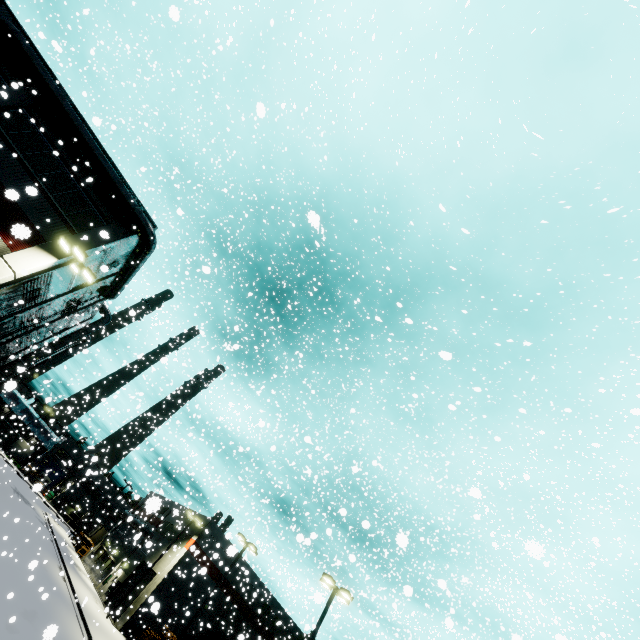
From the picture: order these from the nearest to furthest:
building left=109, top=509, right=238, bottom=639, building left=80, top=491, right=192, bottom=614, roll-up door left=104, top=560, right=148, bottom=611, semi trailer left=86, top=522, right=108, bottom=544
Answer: building left=109, top=509, right=238, bottom=639 < building left=80, top=491, right=192, bottom=614 < roll-up door left=104, top=560, right=148, bottom=611 < semi trailer left=86, top=522, right=108, bottom=544

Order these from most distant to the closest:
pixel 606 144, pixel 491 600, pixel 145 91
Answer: pixel 491 600 → pixel 145 91 → pixel 606 144

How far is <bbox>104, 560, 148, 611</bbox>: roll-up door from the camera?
33.1m

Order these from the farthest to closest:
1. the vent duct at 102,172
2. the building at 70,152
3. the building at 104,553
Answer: the building at 104,553
the vent duct at 102,172
the building at 70,152

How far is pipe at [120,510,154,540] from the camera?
20.8 meters

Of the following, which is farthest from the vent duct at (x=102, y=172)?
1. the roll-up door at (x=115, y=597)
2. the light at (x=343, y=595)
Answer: the light at (x=343, y=595)

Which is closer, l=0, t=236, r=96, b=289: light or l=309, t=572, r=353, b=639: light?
l=0, t=236, r=96, b=289: light

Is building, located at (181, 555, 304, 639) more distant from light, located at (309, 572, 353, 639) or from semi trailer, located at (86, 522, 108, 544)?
light, located at (309, 572, 353, 639)
